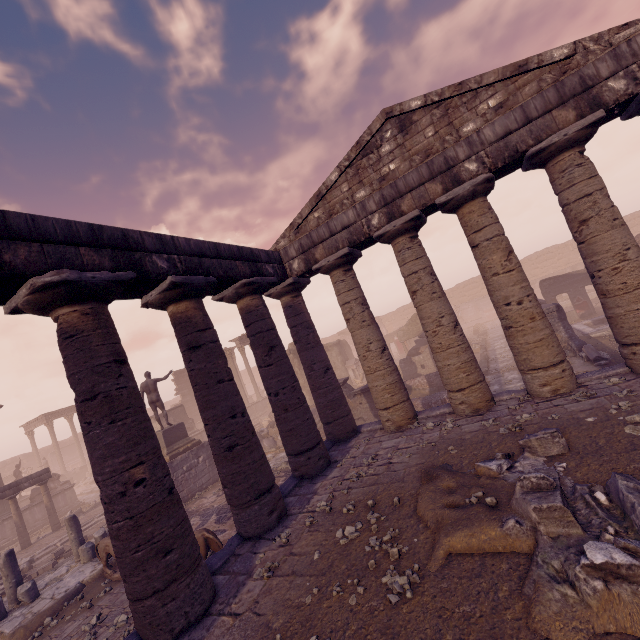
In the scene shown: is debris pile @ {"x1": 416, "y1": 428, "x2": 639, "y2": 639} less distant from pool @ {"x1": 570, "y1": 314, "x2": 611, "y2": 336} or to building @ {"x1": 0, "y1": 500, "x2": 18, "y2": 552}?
pool @ {"x1": 570, "y1": 314, "x2": 611, "y2": 336}

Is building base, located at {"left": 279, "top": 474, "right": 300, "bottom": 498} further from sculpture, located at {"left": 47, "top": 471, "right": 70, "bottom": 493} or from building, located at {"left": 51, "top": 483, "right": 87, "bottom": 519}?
sculpture, located at {"left": 47, "top": 471, "right": 70, "bottom": 493}

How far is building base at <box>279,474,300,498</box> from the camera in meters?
7.9

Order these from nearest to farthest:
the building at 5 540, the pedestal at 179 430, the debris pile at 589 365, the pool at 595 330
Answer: the debris pile at 589 365 → the pedestal at 179 430 → the pool at 595 330 → the building at 5 540

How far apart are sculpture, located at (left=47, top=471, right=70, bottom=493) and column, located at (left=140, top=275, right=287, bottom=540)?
20.5 meters

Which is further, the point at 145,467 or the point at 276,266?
the point at 276,266

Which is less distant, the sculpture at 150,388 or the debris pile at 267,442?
the sculpture at 150,388

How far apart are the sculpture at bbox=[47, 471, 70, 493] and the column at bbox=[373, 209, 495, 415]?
Answer: 24.61m
